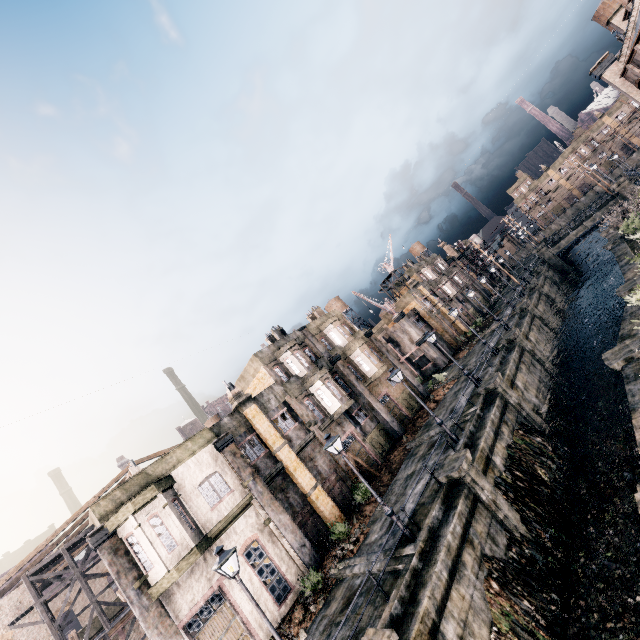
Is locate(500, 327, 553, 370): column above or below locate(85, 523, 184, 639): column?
below

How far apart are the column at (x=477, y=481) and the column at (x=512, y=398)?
7.0 meters

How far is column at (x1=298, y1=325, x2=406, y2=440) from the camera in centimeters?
2914cm

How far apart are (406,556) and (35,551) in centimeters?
2934cm

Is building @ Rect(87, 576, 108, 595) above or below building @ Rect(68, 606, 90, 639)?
above

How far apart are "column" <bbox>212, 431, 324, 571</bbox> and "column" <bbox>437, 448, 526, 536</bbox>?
8.9m

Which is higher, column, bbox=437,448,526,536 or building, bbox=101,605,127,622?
building, bbox=101,605,127,622

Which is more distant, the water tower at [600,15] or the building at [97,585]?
the water tower at [600,15]
